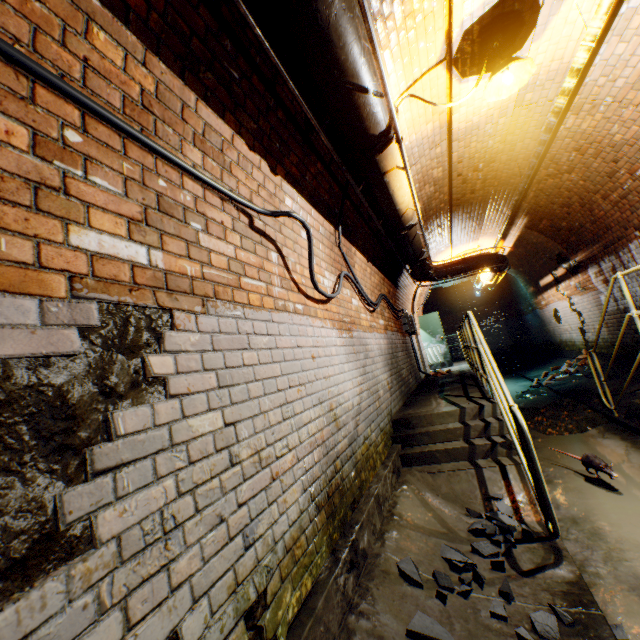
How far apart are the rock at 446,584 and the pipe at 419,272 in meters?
5.2

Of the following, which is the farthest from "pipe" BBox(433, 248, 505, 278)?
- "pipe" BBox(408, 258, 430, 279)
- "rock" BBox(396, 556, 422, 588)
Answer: "rock" BBox(396, 556, 422, 588)

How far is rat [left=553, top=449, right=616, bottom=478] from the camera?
3.3 meters

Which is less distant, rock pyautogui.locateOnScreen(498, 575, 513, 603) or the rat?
rock pyautogui.locateOnScreen(498, 575, 513, 603)

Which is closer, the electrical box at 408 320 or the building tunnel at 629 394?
the building tunnel at 629 394

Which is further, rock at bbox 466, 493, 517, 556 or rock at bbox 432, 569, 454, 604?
rock at bbox 466, 493, 517, 556

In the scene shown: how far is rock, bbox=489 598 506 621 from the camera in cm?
195

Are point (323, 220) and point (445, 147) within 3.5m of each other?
yes
